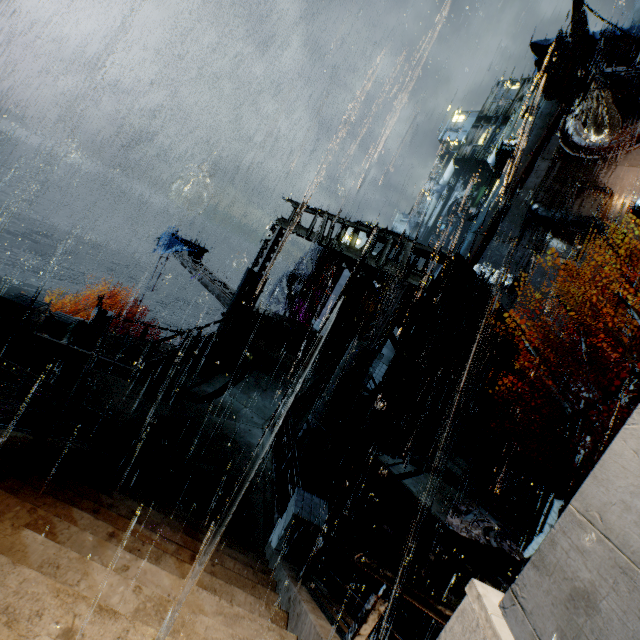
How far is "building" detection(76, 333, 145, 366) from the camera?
15.5m

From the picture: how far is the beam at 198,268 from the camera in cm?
1770

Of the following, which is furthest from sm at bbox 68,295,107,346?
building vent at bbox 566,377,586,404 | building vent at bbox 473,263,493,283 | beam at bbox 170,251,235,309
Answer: building vent at bbox 473,263,493,283

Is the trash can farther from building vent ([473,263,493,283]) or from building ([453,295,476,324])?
building vent ([473,263,493,283])

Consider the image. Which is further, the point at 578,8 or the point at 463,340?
the point at 578,8

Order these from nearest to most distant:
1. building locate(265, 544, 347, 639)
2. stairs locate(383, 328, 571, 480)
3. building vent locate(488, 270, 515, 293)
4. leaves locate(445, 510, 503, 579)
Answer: building locate(265, 544, 347, 639)
leaves locate(445, 510, 503, 579)
stairs locate(383, 328, 571, 480)
building vent locate(488, 270, 515, 293)

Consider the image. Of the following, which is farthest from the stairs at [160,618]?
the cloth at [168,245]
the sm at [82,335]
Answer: the cloth at [168,245]

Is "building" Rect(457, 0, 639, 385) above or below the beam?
above
